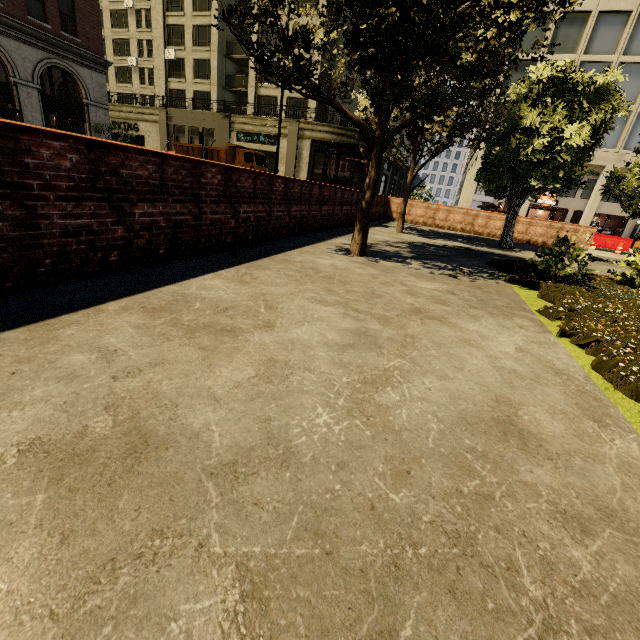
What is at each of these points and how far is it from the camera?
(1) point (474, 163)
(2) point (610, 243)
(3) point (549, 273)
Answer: (1) building, 32.8 meters
(2) cement barricade, 23.6 meters
(3) plant, 7.2 meters

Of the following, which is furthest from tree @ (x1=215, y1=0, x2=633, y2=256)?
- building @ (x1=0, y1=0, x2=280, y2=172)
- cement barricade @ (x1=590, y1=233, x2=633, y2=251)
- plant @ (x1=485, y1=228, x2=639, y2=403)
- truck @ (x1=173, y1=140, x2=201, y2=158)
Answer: cement barricade @ (x1=590, y1=233, x2=633, y2=251)

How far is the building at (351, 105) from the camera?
34.2m

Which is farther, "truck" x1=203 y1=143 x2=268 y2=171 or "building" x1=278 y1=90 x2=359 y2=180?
"building" x1=278 y1=90 x2=359 y2=180

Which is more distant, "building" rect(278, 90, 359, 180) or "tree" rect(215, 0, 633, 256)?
"building" rect(278, 90, 359, 180)

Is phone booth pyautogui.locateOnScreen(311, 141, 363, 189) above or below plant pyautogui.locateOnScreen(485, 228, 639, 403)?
above

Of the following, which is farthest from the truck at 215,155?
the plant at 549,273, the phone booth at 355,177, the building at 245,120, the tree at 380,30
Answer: the plant at 549,273

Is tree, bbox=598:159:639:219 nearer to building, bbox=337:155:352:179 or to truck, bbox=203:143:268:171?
building, bbox=337:155:352:179
